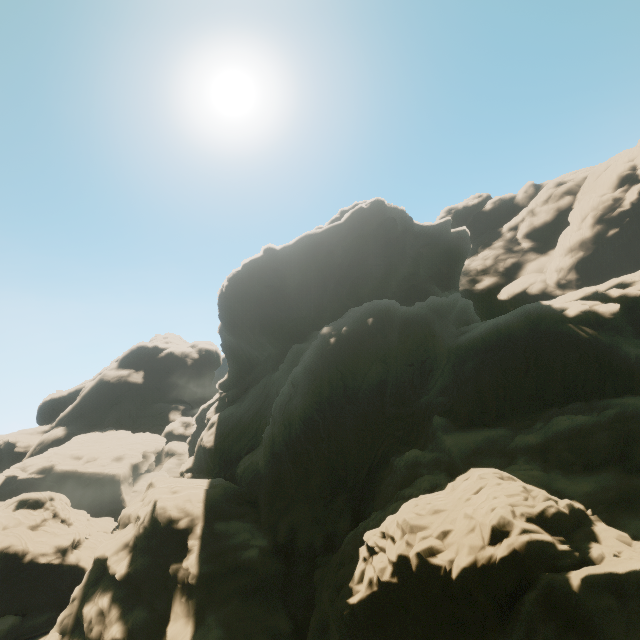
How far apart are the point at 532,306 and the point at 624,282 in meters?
9.0
